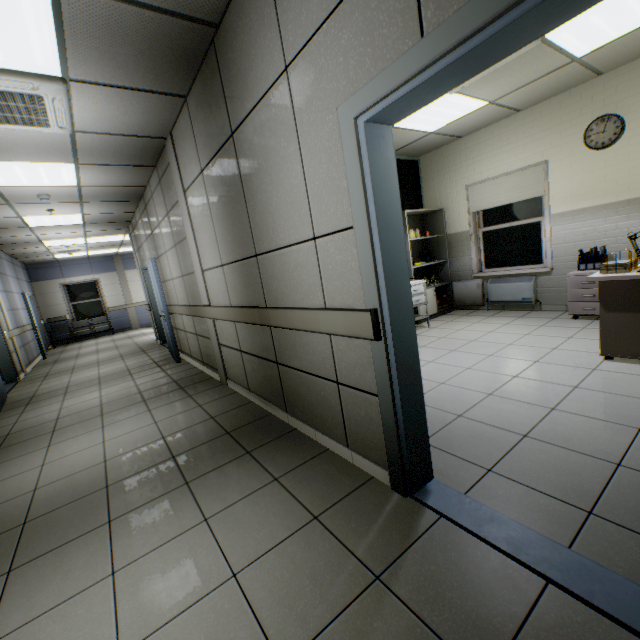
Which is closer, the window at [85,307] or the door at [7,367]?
the door at [7,367]

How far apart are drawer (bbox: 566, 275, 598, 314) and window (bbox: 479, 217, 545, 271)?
0.9m

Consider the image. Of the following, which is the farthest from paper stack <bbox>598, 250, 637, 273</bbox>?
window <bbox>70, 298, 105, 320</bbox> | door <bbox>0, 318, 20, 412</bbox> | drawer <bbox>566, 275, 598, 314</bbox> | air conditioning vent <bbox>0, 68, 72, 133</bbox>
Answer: Answer: window <bbox>70, 298, 105, 320</bbox>

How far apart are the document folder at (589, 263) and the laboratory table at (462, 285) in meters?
1.6

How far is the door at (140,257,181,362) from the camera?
6.0 meters

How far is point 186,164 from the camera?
3.8 meters

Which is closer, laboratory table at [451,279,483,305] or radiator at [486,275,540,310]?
radiator at [486,275,540,310]

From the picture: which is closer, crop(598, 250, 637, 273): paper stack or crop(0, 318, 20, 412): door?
crop(598, 250, 637, 273): paper stack
